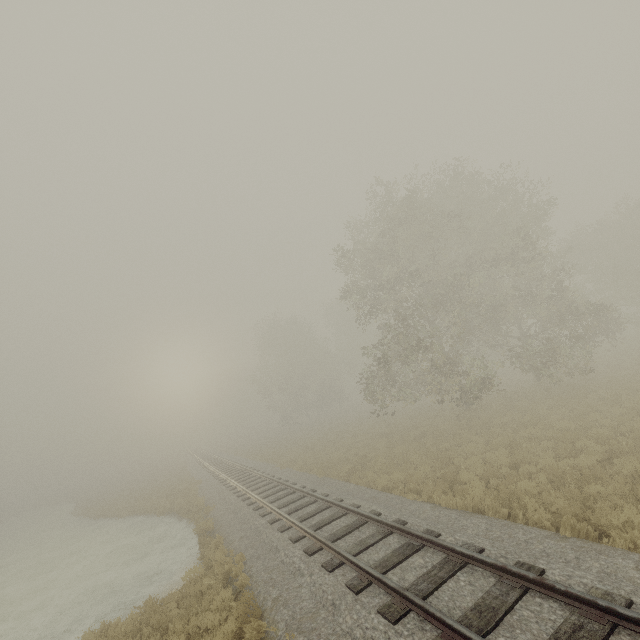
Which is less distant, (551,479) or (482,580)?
(482,580)
